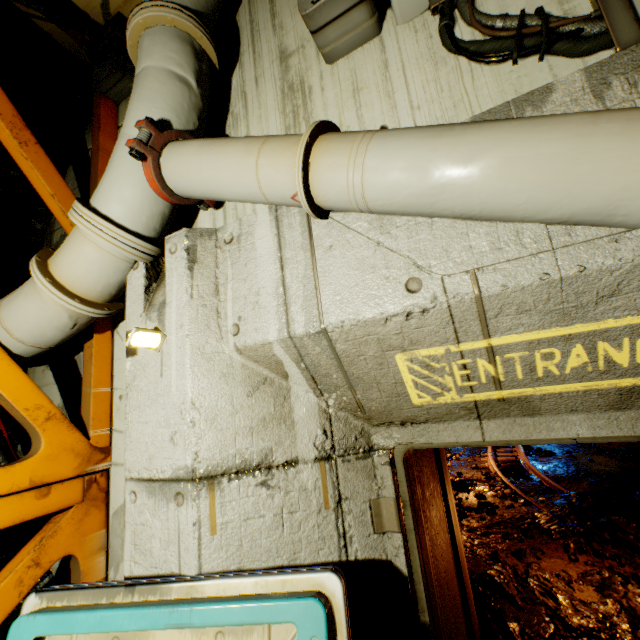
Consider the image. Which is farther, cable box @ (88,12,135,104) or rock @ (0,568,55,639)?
cable box @ (88,12,135,104)

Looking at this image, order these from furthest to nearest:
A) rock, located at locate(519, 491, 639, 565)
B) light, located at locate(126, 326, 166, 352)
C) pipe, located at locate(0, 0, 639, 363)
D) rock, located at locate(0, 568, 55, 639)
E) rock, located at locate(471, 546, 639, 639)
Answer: rock, located at locate(519, 491, 639, 565)
rock, located at locate(471, 546, 639, 639)
rock, located at locate(0, 568, 55, 639)
light, located at locate(126, 326, 166, 352)
pipe, located at locate(0, 0, 639, 363)

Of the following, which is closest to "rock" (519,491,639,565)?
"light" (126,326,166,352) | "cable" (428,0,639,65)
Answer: "cable" (428,0,639,65)

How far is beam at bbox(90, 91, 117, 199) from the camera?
3.31m

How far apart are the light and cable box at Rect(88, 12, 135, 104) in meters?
3.0 m

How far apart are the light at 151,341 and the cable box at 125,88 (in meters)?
3.01

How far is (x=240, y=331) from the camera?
2.0m

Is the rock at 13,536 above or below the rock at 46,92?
below
